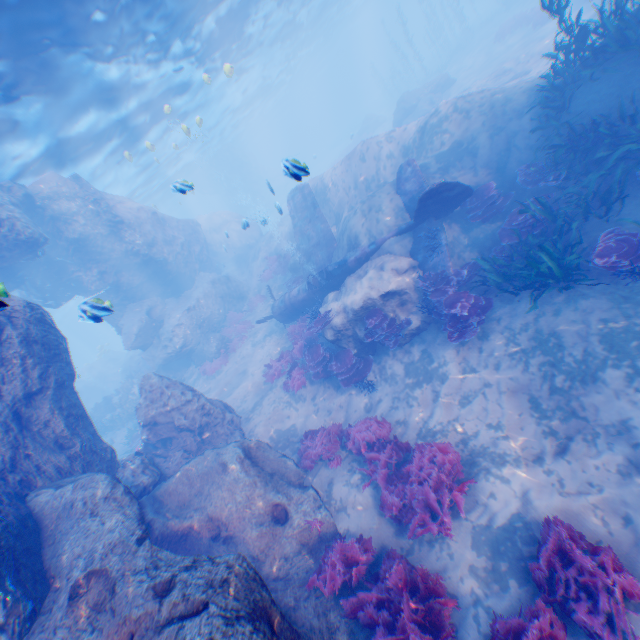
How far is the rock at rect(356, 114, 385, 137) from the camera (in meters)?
39.50

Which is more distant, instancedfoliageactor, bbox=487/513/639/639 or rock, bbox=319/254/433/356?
rock, bbox=319/254/433/356

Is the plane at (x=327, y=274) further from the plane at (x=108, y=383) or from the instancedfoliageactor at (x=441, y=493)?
the plane at (x=108, y=383)

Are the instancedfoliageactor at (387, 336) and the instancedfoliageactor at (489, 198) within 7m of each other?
yes

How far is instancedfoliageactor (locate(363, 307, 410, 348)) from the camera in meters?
10.5 m

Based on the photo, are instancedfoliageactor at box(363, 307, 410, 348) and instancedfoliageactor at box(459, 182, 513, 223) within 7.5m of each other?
yes

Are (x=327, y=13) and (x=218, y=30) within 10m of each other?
no

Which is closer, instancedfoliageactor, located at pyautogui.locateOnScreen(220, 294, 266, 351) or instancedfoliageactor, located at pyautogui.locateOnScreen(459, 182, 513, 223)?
instancedfoliageactor, located at pyautogui.locateOnScreen(459, 182, 513, 223)
